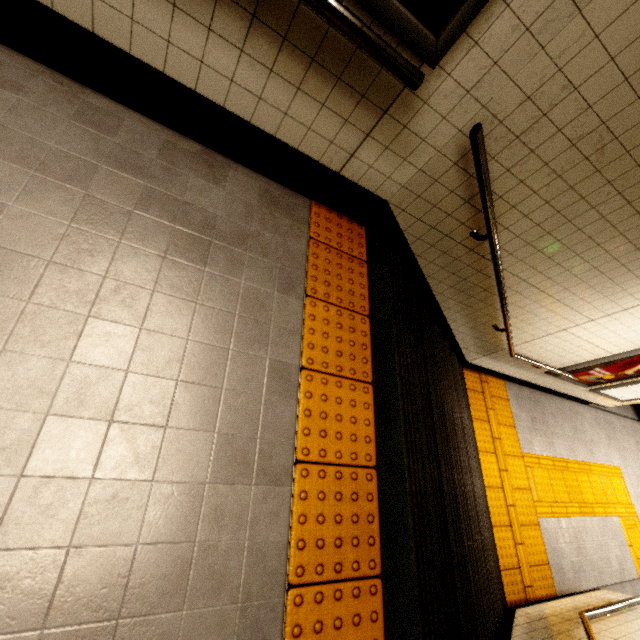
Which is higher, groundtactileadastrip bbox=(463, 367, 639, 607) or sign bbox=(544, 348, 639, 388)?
sign bbox=(544, 348, 639, 388)

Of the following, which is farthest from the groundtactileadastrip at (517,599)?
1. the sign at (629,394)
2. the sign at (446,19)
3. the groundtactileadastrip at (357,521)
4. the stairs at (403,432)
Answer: the sign at (446,19)

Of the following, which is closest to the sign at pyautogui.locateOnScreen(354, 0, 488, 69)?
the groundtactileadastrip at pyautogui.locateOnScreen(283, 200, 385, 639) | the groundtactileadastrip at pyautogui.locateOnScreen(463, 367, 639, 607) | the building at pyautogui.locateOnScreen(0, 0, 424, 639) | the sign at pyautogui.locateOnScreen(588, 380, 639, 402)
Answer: the building at pyautogui.locateOnScreen(0, 0, 424, 639)

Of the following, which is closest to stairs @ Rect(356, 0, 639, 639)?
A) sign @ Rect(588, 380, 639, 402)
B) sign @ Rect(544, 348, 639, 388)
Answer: sign @ Rect(544, 348, 639, 388)

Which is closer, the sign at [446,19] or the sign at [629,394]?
the sign at [446,19]

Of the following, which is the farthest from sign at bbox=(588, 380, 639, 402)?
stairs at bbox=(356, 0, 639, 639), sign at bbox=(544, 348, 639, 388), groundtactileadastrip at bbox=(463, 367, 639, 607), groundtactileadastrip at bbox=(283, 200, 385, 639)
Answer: groundtactileadastrip at bbox=(283, 200, 385, 639)

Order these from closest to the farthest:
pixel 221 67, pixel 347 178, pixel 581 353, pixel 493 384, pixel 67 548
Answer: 1. pixel 67 548
2. pixel 221 67
3. pixel 347 178
4. pixel 581 353
5. pixel 493 384

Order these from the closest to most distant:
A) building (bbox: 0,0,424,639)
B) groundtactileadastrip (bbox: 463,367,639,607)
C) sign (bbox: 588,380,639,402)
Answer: building (bbox: 0,0,424,639)
groundtactileadastrip (bbox: 463,367,639,607)
sign (bbox: 588,380,639,402)
